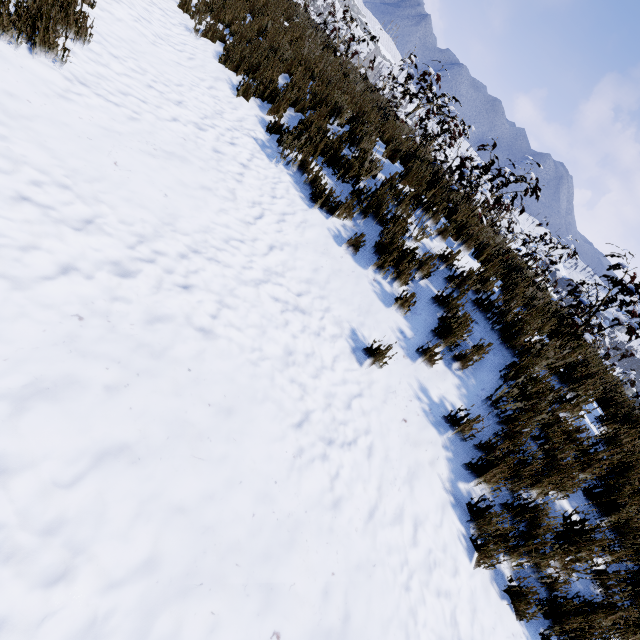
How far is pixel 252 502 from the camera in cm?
206

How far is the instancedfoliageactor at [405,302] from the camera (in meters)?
3.94

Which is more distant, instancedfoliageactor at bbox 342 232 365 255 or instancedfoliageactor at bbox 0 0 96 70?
instancedfoliageactor at bbox 342 232 365 255

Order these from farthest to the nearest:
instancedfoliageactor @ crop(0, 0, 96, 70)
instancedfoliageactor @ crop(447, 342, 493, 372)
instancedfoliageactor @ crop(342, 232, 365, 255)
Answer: instancedfoliageactor @ crop(342, 232, 365, 255), instancedfoliageactor @ crop(447, 342, 493, 372), instancedfoliageactor @ crop(0, 0, 96, 70)

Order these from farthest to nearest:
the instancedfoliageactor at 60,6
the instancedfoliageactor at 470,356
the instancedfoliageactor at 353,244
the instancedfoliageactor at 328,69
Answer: the instancedfoliageactor at 353,244
the instancedfoliageactor at 470,356
the instancedfoliageactor at 328,69
the instancedfoliageactor at 60,6
